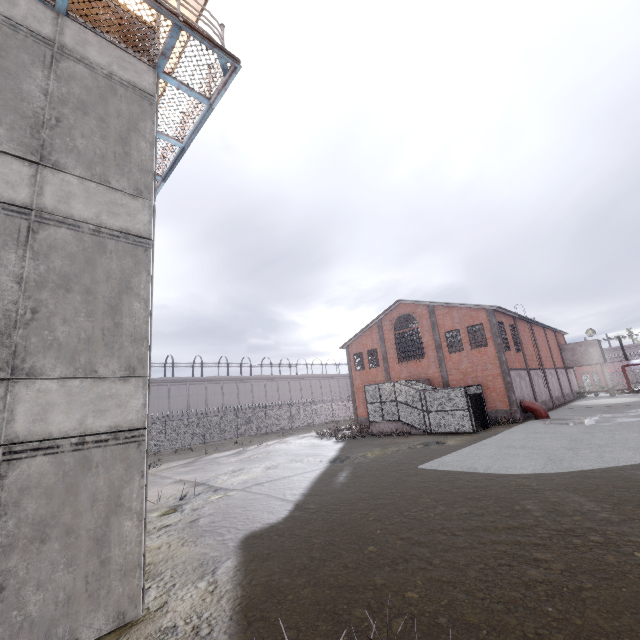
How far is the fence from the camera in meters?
31.9 m

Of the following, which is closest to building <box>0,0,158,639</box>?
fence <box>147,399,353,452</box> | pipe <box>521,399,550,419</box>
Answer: fence <box>147,399,353,452</box>

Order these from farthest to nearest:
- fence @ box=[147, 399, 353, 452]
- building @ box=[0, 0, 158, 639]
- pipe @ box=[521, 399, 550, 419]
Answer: fence @ box=[147, 399, 353, 452], pipe @ box=[521, 399, 550, 419], building @ box=[0, 0, 158, 639]

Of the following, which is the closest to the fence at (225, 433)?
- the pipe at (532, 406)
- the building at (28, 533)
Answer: the building at (28, 533)

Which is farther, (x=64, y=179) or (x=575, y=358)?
(x=575, y=358)

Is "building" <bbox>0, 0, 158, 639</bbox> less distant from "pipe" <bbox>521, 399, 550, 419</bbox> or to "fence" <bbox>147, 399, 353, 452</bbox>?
"fence" <bbox>147, 399, 353, 452</bbox>

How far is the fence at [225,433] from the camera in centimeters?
3192cm
